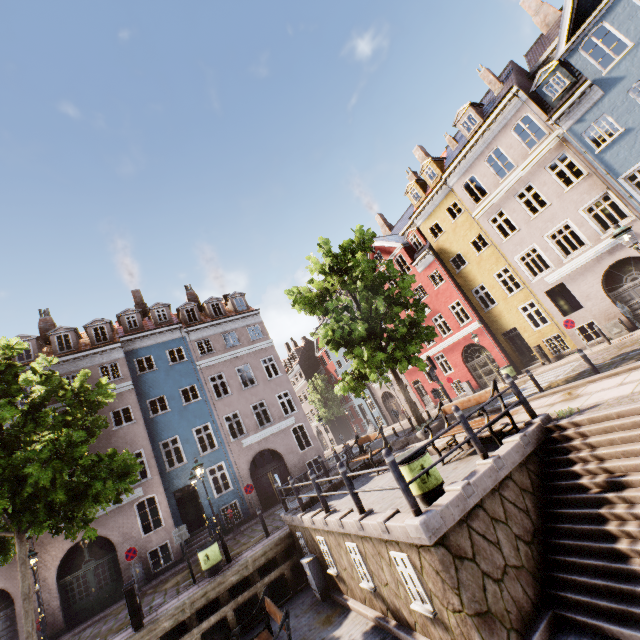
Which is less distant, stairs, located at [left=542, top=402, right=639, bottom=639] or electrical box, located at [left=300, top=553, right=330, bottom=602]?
stairs, located at [left=542, top=402, right=639, bottom=639]

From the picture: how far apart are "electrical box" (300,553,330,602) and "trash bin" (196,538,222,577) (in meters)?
3.65

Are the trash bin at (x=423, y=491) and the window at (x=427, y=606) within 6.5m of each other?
yes

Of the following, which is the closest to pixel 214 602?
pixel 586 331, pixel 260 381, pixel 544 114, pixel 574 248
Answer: pixel 260 381

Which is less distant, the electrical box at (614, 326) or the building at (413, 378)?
the electrical box at (614, 326)

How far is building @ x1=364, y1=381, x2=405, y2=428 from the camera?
32.84m

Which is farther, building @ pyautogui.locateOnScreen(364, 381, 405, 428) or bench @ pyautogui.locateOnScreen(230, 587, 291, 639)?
building @ pyautogui.locateOnScreen(364, 381, 405, 428)
